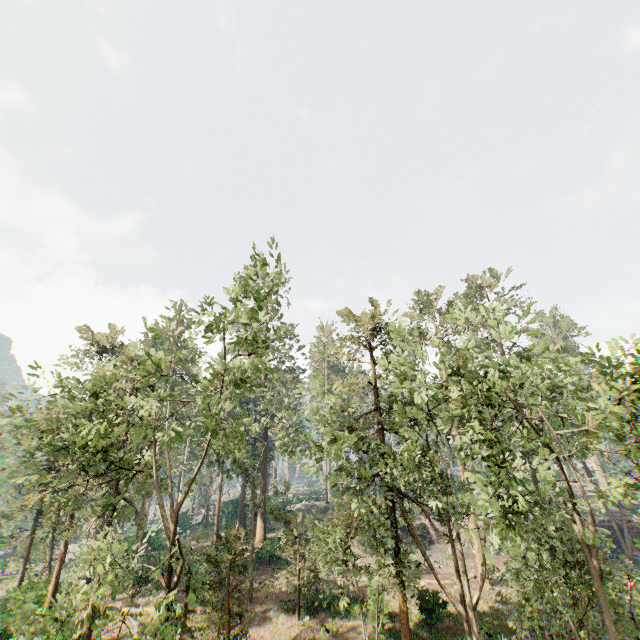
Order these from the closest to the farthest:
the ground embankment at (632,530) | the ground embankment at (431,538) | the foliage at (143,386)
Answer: the foliage at (143,386) → the ground embankment at (632,530) → the ground embankment at (431,538)

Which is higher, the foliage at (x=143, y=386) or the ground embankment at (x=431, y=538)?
the foliage at (x=143, y=386)

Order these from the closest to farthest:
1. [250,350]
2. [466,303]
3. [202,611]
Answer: [250,350], [202,611], [466,303]

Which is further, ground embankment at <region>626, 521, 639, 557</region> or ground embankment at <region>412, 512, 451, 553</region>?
ground embankment at <region>412, 512, 451, 553</region>

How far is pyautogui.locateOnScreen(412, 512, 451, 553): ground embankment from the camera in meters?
39.2

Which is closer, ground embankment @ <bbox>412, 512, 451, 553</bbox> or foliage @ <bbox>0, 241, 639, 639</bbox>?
foliage @ <bbox>0, 241, 639, 639</bbox>

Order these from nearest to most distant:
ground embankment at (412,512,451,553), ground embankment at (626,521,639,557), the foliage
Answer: the foliage < ground embankment at (626,521,639,557) < ground embankment at (412,512,451,553)
